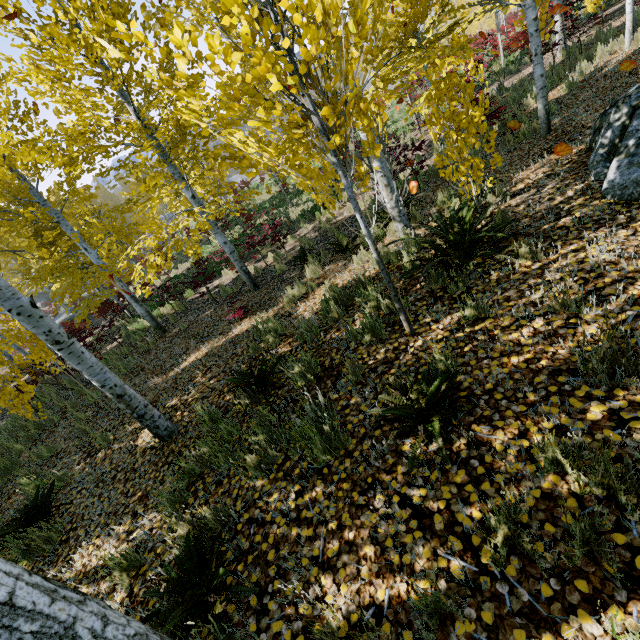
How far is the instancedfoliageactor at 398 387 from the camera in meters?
2.2 m

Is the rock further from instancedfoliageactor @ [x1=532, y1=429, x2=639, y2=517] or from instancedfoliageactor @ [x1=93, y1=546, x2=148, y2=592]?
instancedfoliageactor @ [x1=93, y1=546, x2=148, y2=592]

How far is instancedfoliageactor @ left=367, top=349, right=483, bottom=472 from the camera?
2.2 meters

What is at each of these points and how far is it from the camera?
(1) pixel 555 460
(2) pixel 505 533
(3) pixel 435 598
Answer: (1) instancedfoliageactor, 1.86m
(2) instancedfoliageactor, 1.72m
(3) instancedfoliageactor, 1.66m

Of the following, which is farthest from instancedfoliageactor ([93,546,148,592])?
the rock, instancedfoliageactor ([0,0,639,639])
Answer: the rock

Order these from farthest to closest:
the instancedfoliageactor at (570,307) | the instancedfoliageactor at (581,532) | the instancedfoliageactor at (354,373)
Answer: the instancedfoliageactor at (354,373) < the instancedfoliageactor at (570,307) < the instancedfoliageactor at (581,532)

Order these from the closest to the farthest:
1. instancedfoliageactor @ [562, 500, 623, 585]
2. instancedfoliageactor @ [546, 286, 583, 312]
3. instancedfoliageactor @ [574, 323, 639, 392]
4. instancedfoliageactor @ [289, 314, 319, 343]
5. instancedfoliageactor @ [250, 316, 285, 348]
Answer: instancedfoliageactor @ [562, 500, 623, 585] < instancedfoliageactor @ [574, 323, 639, 392] < instancedfoliageactor @ [546, 286, 583, 312] < instancedfoliageactor @ [289, 314, 319, 343] < instancedfoliageactor @ [250, 316, 285, 348]
